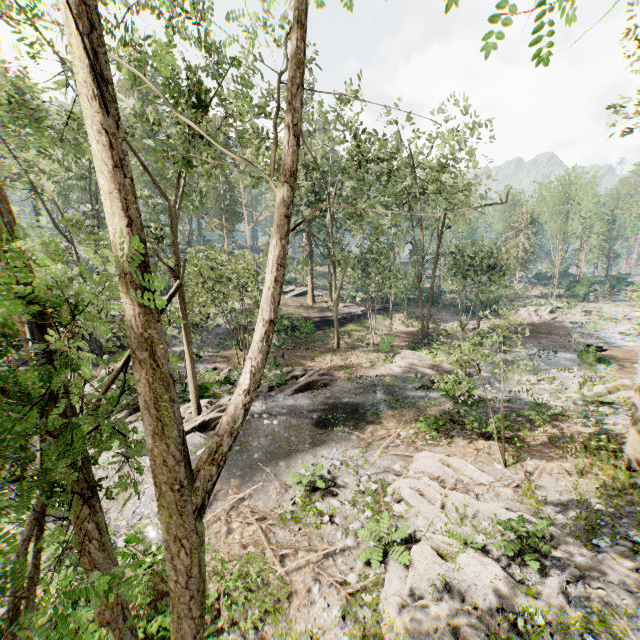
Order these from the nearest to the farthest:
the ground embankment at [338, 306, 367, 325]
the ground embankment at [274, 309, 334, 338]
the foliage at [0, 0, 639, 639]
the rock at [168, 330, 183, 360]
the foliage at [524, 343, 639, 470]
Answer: the foliage at [0, 0, 639, 639], the foliage at [524, 343, 639, 470], the rock at [168, 330, 183, 360], the ground embankment at [274, 309, 334, 338], the ground embankment at [338, 306, 367, 325]

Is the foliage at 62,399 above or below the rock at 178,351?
above

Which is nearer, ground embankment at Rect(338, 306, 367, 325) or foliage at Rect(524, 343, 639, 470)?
foliage at Rect(524, 343, 639, 470)

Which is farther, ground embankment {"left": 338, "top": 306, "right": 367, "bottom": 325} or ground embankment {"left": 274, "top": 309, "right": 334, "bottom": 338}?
ground embankment {"left": 338, "top": 306, "right": 367, "bottom": 325}

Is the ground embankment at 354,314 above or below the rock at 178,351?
above

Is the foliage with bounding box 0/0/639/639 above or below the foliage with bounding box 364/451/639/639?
above

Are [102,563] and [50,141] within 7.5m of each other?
no

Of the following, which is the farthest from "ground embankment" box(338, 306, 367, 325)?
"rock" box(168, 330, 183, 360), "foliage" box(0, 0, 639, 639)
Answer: "rock" box(168, 330, 183, 360)
